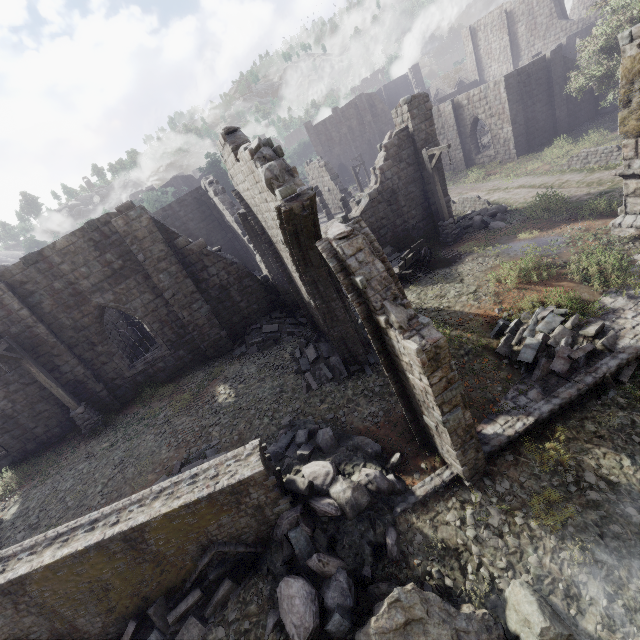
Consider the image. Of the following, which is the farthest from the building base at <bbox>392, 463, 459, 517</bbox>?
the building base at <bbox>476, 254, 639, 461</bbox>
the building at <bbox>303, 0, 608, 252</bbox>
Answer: the building at <bbox>303, 0, 608, 252</bbox>

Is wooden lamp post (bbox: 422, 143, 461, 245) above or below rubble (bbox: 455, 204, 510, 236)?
above

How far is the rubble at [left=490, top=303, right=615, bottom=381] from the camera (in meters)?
8.02

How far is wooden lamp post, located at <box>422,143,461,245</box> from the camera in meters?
14.4 m

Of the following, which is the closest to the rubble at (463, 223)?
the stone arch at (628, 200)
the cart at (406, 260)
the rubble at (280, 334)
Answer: the cart at (406, 260)

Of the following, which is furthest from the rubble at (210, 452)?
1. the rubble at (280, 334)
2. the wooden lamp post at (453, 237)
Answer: the wooden lamp post at (453, 237)

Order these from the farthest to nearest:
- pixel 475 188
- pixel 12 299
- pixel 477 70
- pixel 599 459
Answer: pixel 477 70 → pixel 475 188 → pixel 12 299 → pixel 599 459

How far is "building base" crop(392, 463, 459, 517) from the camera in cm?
689
